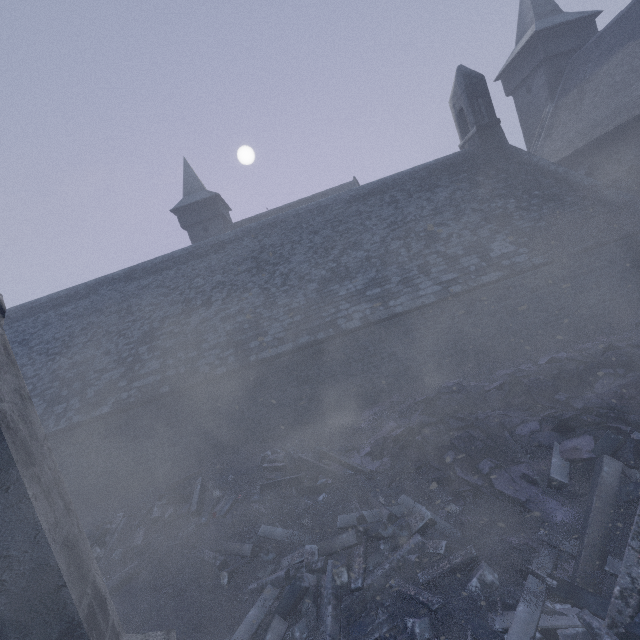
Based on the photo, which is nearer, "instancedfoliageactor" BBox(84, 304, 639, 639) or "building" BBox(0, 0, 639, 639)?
"building" BBox(0, 0, 639, 639)

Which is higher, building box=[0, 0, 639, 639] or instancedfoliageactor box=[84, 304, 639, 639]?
building box=[0, 0, 639, 639]

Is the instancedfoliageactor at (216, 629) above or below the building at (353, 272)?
below

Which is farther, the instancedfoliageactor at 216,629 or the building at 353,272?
the instancedfoliageactor at 216,629

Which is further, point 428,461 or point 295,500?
point 295,500
